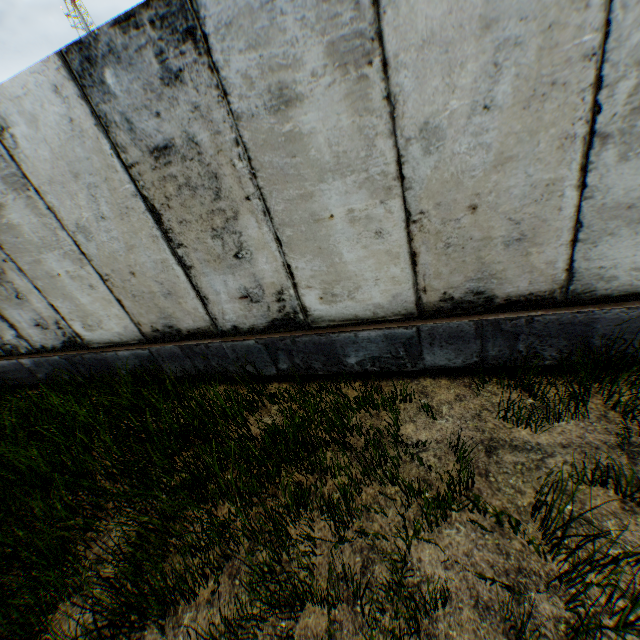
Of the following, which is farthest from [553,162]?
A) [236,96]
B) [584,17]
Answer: [236,96]
